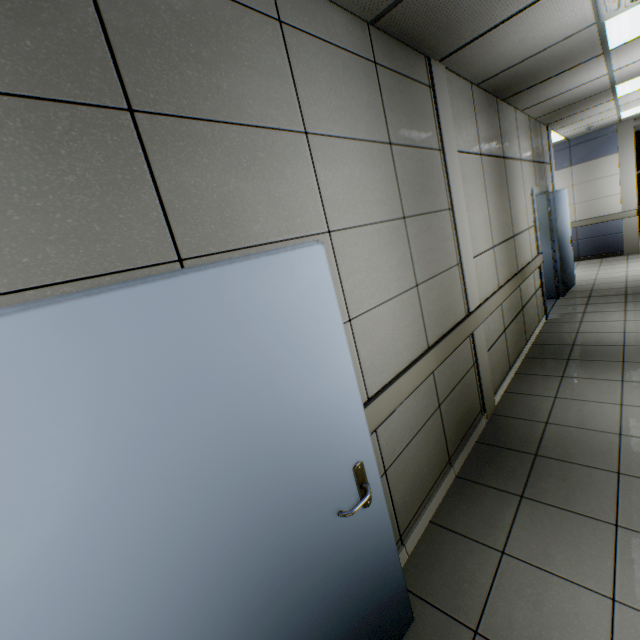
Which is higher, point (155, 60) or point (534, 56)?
point (534, 56)

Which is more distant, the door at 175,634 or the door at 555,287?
the door at 555,287

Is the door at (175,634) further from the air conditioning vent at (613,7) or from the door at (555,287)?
the door at (555,287)

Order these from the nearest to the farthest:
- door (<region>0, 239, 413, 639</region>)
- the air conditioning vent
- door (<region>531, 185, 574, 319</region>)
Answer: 1. door (<region>0, 239, 413, 639</region>)
2. the air conditioning vent
3. door (<region>531, 185, 574, 319</region>)

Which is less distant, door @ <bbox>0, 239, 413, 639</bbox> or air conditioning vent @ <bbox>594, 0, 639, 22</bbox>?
door @ <bbox>0, 239, 413, 639</bbox>

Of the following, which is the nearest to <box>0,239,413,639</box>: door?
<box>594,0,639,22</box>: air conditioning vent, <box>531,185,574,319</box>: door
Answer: <box>594,0,639,22</box>: air conditioning vent

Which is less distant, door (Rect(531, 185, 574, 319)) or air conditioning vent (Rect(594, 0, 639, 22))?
air conditioning vent (Rect(594, 0, 639, 22))
